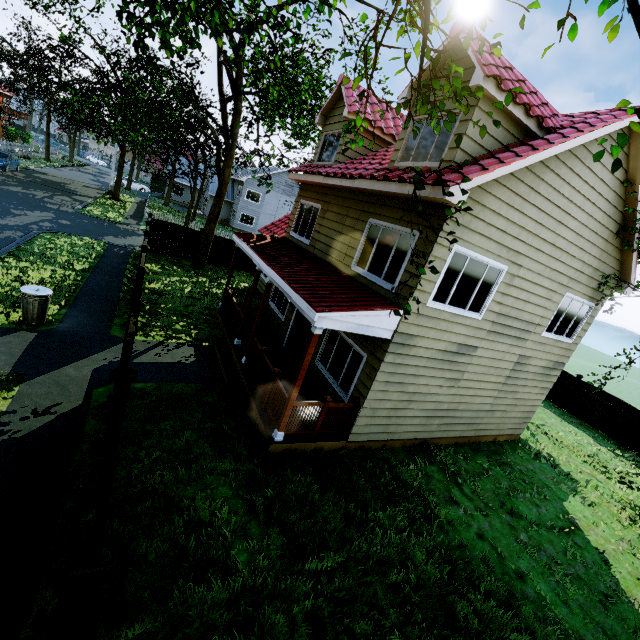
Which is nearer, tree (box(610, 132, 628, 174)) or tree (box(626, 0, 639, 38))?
tree (box(626, 0, 639, 38))

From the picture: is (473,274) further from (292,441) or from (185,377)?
(185,377)

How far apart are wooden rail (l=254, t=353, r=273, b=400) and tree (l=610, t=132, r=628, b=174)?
6.7 meters

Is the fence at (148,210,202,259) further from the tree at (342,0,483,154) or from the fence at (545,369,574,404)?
the tree at (342,0,483,154)

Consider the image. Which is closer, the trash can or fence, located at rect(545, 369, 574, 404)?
the trash can

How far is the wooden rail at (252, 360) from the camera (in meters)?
8.81

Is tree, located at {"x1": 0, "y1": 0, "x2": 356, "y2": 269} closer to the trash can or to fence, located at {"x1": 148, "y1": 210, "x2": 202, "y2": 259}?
fence, located at {"x1": 148, "y1": 210, "x2": 202, "y2": 259}

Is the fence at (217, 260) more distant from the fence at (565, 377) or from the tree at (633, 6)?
the tree at (633, 6)
